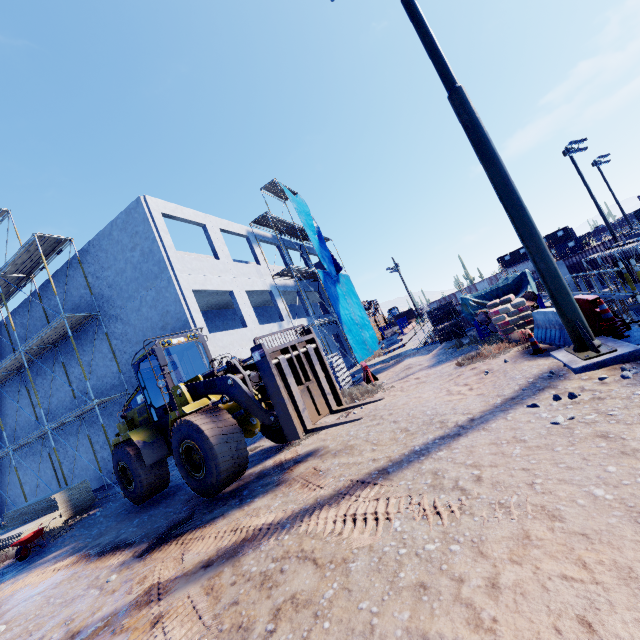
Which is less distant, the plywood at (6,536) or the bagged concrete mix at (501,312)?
the bagged concrete mix at (501,312)

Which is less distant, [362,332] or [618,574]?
[618,574]

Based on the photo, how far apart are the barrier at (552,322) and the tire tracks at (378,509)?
5.3 meters

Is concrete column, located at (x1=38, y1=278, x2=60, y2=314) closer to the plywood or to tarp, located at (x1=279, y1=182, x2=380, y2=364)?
tarp, located at (x1=279, y1=182, x2=380, y2=364)

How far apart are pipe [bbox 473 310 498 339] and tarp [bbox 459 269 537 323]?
0.0m

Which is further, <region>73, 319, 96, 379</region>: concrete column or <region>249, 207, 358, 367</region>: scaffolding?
<region>249, 207, 358, 367</region>: scaffolding

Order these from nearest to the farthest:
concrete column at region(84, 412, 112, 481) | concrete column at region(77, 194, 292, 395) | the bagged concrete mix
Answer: the bagged concrete mix → concrete column at region(77, 194, 292, 395) → concrete column at region(84, 412, 112, 481)

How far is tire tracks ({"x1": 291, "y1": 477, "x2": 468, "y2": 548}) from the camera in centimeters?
347cm
